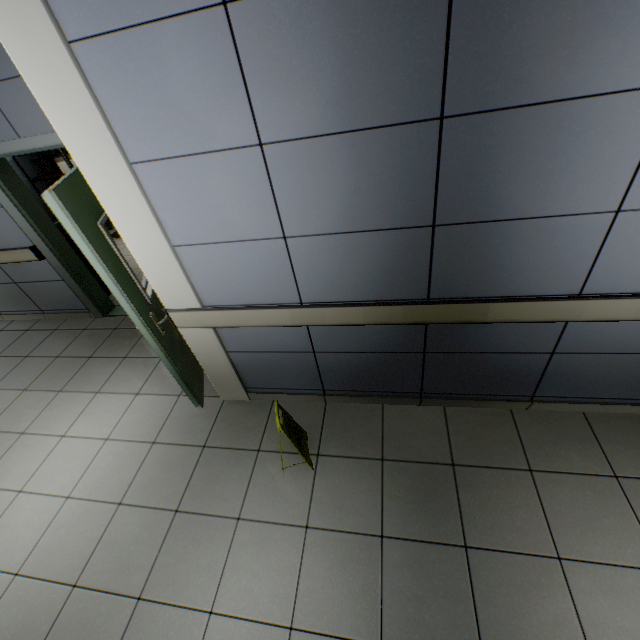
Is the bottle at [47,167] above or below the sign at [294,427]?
above

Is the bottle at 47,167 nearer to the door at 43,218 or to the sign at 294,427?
the door at 43,218

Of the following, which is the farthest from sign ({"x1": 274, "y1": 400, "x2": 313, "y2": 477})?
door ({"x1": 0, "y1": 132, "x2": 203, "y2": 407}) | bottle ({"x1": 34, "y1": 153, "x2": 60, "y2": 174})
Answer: bottle ({"x1": 34, "y1": 153, "x2": 60, "y2": 174})

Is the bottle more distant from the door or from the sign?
the sign

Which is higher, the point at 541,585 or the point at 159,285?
the point at 159,285
